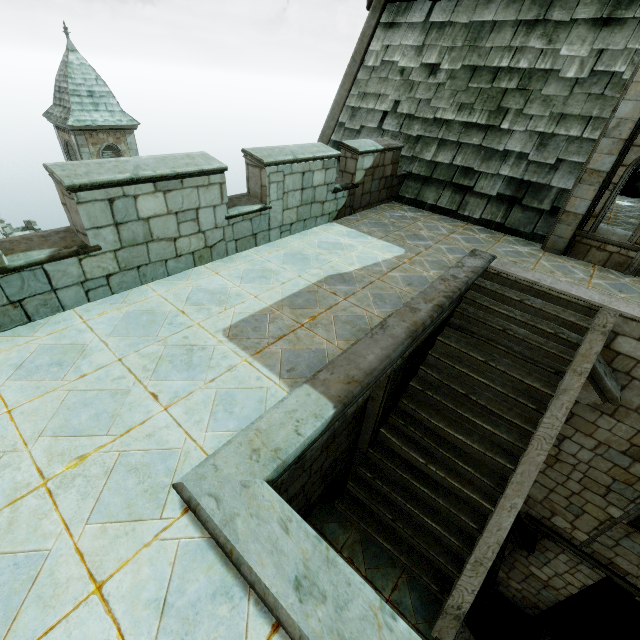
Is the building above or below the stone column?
above

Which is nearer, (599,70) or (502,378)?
(502,378)

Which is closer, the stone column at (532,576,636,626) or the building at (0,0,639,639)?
the building at (0,0,639,639)

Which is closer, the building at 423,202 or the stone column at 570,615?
the building at 423,202

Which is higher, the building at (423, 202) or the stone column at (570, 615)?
the building at (423, 202)
